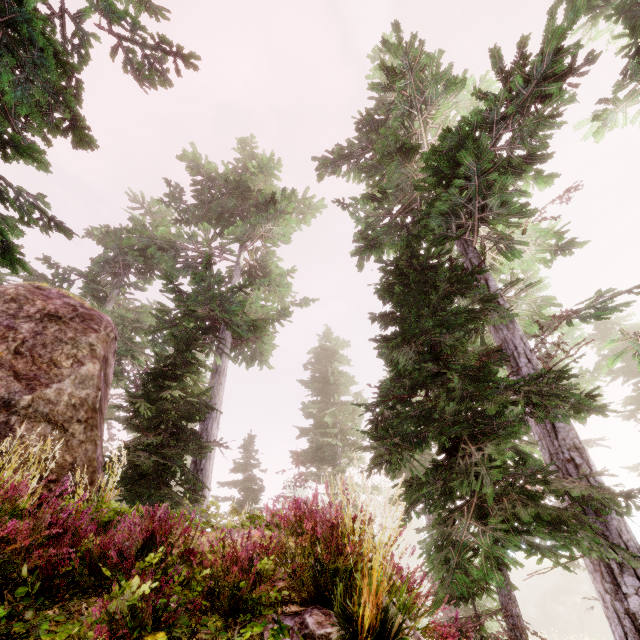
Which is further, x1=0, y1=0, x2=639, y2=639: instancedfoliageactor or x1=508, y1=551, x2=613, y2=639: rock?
x1=508, y1=551, x2=613, y2=639: rock

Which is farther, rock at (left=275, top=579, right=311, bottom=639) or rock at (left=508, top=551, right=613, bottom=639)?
rock at (left=508, top=551, right=613, bottom=639)

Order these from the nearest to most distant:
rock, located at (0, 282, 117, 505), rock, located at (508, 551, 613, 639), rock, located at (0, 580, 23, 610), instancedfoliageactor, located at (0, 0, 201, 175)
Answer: rock, located at (0, 580, 23, 610) → instancedfoliageactor, located at (0, 0, 201, 175) → rock, located at (0, 282, 117, 505) → rock, located at (508, 551, 613, 639)

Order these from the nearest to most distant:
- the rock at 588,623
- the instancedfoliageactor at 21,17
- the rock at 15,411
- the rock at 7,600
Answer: the rock at 7,600 < the instancedfoliageactor at 21,17 < the rock at 15,411 < the rock at 588,623

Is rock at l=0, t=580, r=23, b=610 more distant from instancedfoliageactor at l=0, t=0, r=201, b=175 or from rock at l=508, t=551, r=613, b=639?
rock at l=508, t=551, r=613, b=639

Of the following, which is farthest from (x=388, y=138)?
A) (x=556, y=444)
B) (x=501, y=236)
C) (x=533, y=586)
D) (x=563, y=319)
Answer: (x=533, y=586)

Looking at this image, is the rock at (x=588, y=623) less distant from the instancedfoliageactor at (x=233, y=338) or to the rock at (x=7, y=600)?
the instancedfoliageactor at (x=233, y=338)
